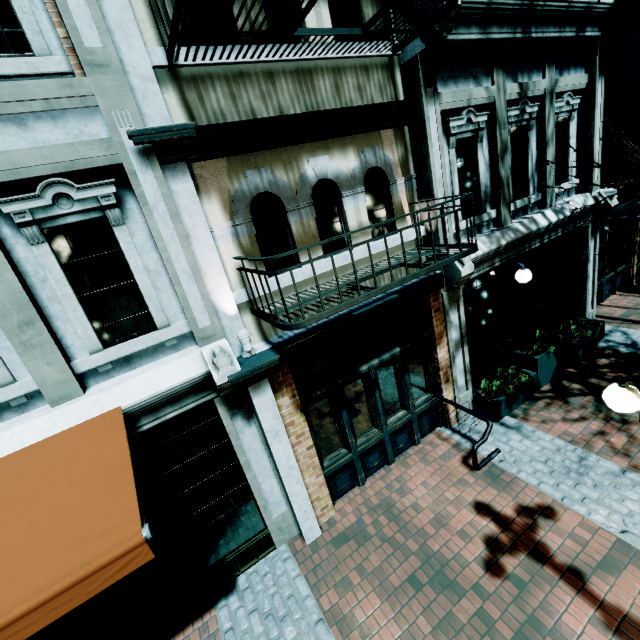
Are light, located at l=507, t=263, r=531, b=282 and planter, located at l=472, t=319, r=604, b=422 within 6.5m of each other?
yes

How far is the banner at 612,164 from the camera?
7.32m

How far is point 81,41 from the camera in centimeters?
306cm

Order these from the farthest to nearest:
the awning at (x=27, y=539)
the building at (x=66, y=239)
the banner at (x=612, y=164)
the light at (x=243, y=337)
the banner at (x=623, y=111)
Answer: the banner at (x=612, y=164)
the banner at (x=623, y=111)
the light at (x=243, y=337)
the building at (x=66, y=239)
the awning at (x=27, y=539)

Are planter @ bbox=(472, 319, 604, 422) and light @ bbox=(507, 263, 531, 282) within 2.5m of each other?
yes

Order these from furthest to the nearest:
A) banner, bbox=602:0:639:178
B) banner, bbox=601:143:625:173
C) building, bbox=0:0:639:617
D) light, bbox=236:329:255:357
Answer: banner, bbox=601:143:625:173 < banner, bbox=602:0:639:178 < light, bbox=236:329:255:357 < building, bbox=0:0:639:617

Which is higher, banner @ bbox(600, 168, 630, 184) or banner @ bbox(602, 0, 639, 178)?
banner @ bbox(602, 0, 639, 178)

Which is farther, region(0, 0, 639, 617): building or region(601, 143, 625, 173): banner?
region(601, 143, 625, 173): banner
